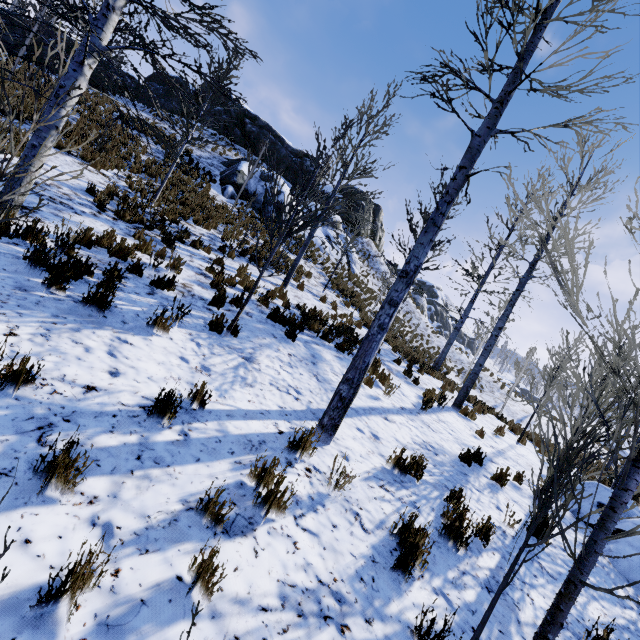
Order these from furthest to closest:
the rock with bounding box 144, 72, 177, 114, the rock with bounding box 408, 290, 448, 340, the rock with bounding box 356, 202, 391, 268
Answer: the rock with bounding box 408, 290, 448, 340, the rock with bounding box 356, 202, 391, 268, the rock with bounding box 144, 72, 177, 114

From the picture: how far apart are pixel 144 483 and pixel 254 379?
2.5 meters

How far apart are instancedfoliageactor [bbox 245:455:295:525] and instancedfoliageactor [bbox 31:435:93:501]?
1.4m

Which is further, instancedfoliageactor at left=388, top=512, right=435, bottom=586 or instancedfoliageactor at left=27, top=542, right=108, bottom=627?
instancedfoliageactor at left=388, top=512, right=435, bottom=586

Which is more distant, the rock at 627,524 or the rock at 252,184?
the rock at 252,184

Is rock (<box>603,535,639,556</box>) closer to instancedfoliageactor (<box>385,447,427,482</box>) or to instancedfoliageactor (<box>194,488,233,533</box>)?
instancedfoliageactor (<box>385,447,427,482</box>)

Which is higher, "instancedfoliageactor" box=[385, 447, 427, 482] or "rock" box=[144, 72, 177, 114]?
"rock" box=[144, 72, 177, 114]

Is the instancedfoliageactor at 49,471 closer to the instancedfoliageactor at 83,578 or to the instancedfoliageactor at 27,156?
the instancedfoliageactor at 83,578
